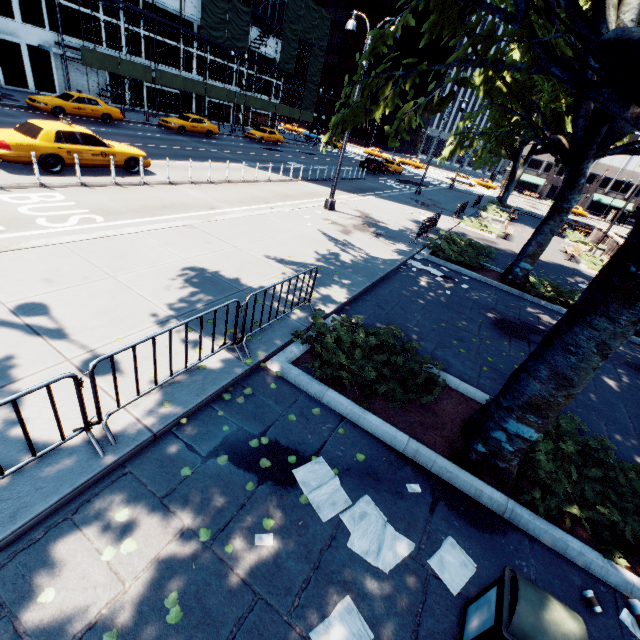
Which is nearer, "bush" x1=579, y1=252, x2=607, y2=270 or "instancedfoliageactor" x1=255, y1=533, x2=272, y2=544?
"instancedfoliageactor" x1=255, y1=533, x2=272, y2=544

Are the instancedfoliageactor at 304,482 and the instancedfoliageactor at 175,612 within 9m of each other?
yes

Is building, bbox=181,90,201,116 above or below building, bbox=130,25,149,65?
below

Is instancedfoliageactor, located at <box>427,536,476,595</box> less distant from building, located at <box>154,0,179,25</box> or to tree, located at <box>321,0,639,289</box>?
tree, located at <box>321,0,639,289</box>

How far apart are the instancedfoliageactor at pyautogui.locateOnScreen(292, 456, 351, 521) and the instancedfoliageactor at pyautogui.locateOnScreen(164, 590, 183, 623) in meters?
1.5

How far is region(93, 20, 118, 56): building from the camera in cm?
2780

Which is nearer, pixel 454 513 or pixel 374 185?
pixel 454 513

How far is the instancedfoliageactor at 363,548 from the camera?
3.52m
